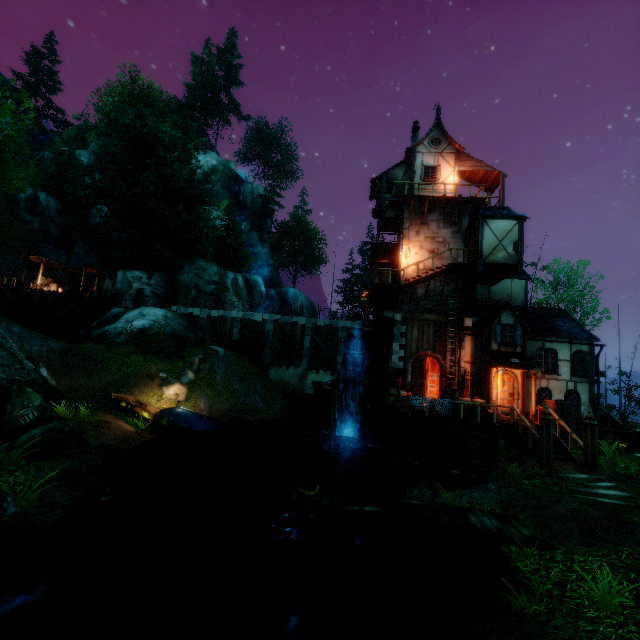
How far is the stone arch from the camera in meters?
15.0

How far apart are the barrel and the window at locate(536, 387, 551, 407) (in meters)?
2.22

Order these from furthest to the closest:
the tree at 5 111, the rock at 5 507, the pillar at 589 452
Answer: the tree at 5 111
the pillar at 589 452
the rock at 5 507

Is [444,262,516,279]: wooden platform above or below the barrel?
above

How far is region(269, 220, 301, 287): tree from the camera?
54.7 meters

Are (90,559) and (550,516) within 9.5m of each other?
no

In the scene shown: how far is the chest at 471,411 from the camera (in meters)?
15.40

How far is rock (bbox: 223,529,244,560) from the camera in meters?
10.6
